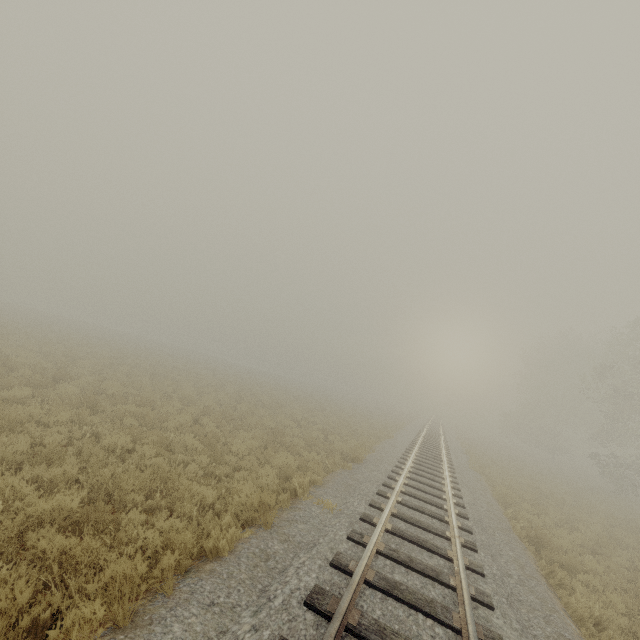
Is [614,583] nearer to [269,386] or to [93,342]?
[269,386]
